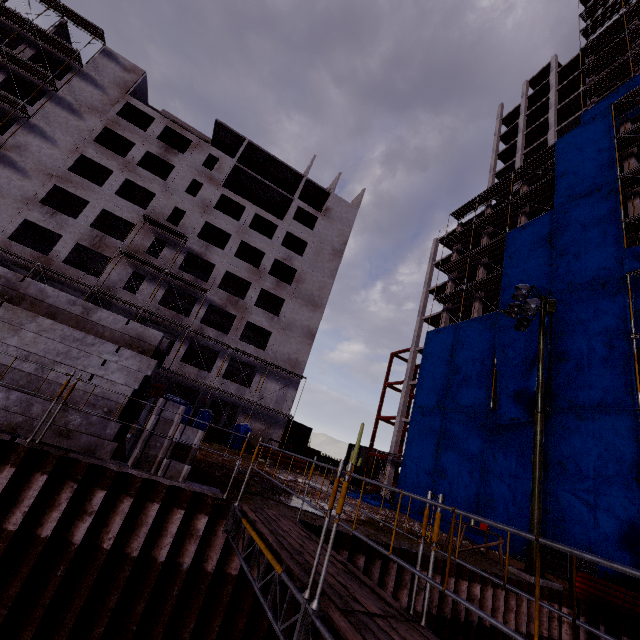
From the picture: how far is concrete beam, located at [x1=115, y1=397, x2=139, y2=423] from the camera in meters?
7.0

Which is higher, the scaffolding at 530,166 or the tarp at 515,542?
the scaffolding at 530,166

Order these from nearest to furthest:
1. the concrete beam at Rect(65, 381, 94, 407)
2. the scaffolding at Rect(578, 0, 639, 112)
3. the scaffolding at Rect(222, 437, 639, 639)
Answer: the scaffolding at Rect(222, 437, 639, 639) → the concrete beam at Rect(65, 381, 94, 407) → the scaffolding at Rect(578, 0, 639, 112)

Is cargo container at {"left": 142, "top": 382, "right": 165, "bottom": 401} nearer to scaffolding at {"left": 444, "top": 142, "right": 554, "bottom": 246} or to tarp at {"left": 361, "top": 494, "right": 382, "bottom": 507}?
tarp at {"left": 361, "top": 494, "right": 382, "bottom": 507}

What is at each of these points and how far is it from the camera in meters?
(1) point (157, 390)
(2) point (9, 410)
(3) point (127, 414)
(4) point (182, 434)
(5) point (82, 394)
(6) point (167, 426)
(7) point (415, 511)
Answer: (1) cargo container, 20.7 m
(2) concrete beam, 6.2 m
(3) concrete beam, 7.6 m
(4) concrete beam, 7.3 m
(5) concrete beam, 6.8 m
(6) concrete beam, 7.2 m
(7) tarp, 24.0 m

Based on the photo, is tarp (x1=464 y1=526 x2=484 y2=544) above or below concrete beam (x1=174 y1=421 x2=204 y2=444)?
below

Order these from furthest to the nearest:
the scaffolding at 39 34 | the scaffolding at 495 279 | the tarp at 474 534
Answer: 1. the scaffolding at 495 279
2. the scaffolding at 39 34
3. the tarp at 474 534

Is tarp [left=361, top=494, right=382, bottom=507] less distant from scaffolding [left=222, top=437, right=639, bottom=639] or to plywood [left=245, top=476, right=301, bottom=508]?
plywood [left=245, top=476, right=301, bottom=508]
